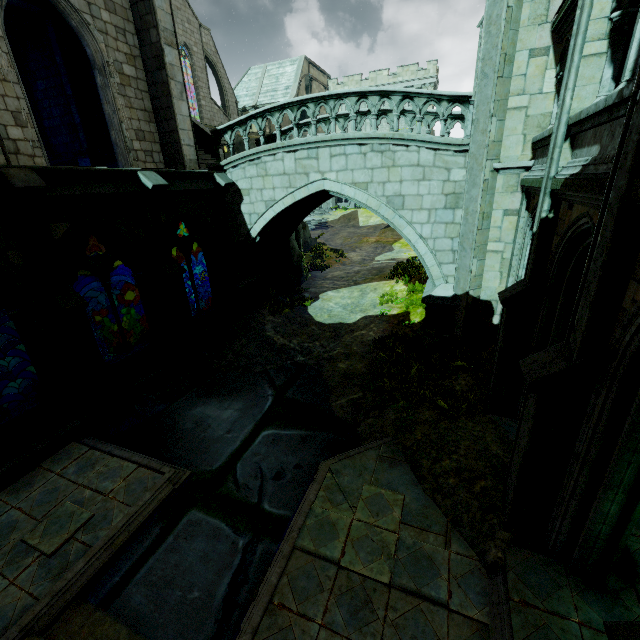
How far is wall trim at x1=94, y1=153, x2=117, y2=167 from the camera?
13.48m

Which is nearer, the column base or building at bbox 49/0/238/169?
building at bbox 49/0/238/169

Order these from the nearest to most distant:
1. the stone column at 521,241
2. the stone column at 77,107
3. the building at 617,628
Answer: the building at 617,628
the stone column at 521,241
the stone column at 77,107

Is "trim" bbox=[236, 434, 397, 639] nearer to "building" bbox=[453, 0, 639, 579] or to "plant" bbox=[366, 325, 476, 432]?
"plant" bbox=[366, 325, 476, 432]

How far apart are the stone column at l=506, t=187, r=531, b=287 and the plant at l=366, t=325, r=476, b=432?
1.9 meters

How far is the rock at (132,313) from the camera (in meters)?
16.84

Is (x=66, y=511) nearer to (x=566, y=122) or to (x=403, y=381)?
(x=403, y=381)

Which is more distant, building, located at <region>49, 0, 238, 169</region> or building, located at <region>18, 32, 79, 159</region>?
building, located at <region>18, 32, 79, 159</region>
